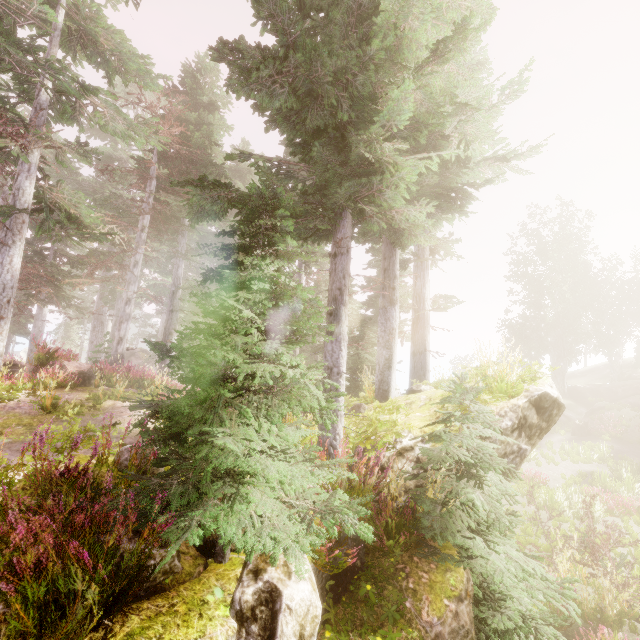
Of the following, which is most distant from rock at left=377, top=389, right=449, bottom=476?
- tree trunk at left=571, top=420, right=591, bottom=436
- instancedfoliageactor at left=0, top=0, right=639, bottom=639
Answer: tree trunk at left=571, top=420, right=591, bottom=436

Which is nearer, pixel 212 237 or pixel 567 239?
pixel 212 237

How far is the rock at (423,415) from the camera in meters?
5.5 m

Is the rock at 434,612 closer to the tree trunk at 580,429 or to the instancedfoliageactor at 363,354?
the instancedfoliageactor at 363,354

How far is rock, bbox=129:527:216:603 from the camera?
2.6m

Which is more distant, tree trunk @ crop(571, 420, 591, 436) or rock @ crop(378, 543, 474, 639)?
tree trunk @ crop(571, 420, 591, 436)

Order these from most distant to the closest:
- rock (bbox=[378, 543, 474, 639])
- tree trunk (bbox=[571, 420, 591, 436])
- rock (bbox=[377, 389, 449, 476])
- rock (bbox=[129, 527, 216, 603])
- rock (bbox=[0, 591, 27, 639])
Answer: tree trunk (bbox=[571, 420, 591, 436])
rock (bbox=[377, 389, 449, 476])
rock (bbox=[378, 543, 474, 639])
rock (bbox=[129, 527, 216, 603])
rock (bbox=[0, 591, 27, 639])

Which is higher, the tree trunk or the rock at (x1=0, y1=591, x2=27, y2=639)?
the rock at (x1=0, y1=591, x2=27, y2=639)
